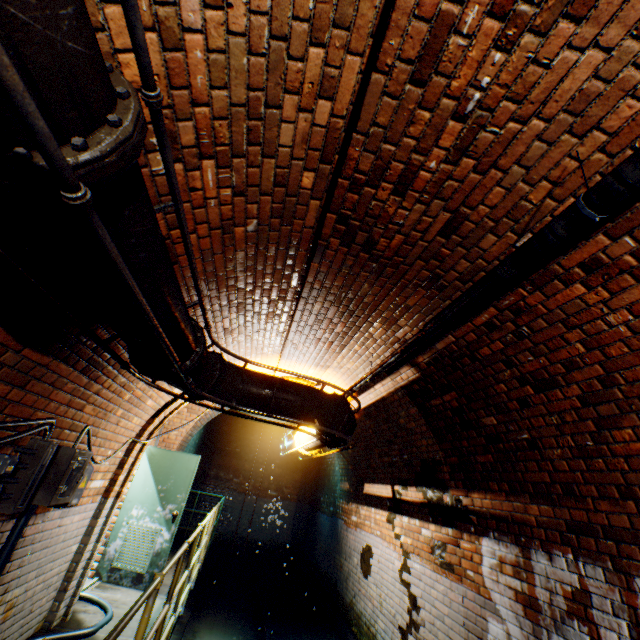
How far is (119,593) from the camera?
5.0 meters

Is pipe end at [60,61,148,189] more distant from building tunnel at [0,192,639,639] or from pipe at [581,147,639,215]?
pipe at [581,147,639,215]

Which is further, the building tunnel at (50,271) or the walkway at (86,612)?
the walkway at (86,612)

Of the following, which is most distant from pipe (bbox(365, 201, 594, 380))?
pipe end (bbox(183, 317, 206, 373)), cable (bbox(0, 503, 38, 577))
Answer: cable (bbox(0, 503, 38, 577))

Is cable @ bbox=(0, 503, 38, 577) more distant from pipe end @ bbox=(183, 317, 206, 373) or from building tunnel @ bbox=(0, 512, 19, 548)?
pipe end @ bbox=(183, 317, 206, 373)

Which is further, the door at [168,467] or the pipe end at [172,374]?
the door at [168,467]

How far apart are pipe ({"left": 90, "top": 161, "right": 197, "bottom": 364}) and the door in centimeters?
438cm

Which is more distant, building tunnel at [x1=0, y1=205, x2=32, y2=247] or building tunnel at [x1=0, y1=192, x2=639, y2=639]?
building tunnel at [x1=0, y1=192, x2=639, y2=639]
